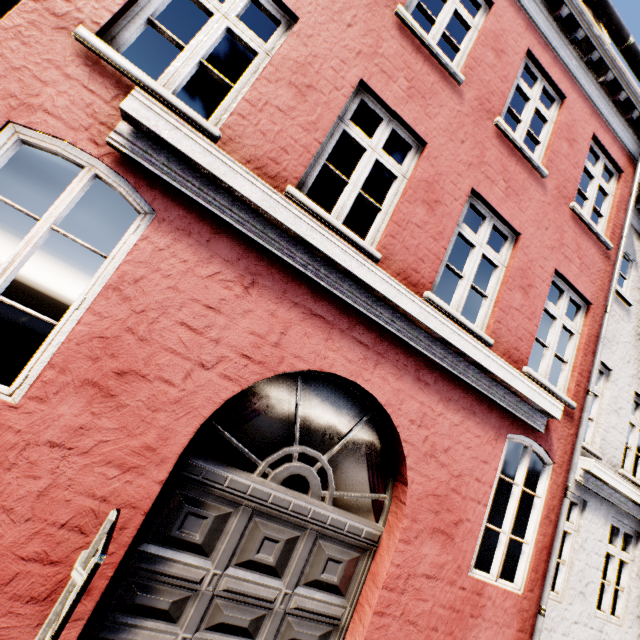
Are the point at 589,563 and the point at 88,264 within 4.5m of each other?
no

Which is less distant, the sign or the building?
the sign

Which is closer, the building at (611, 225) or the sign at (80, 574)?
the sign at (80, 574)
